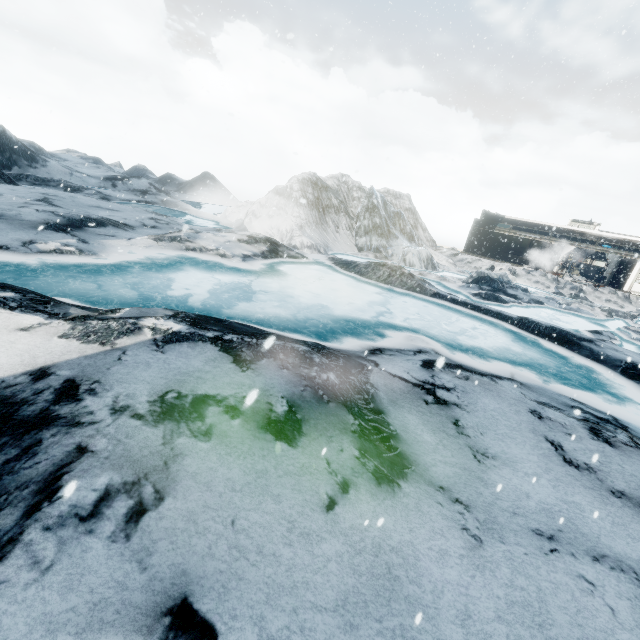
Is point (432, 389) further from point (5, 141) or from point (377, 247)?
point (5, 141)
